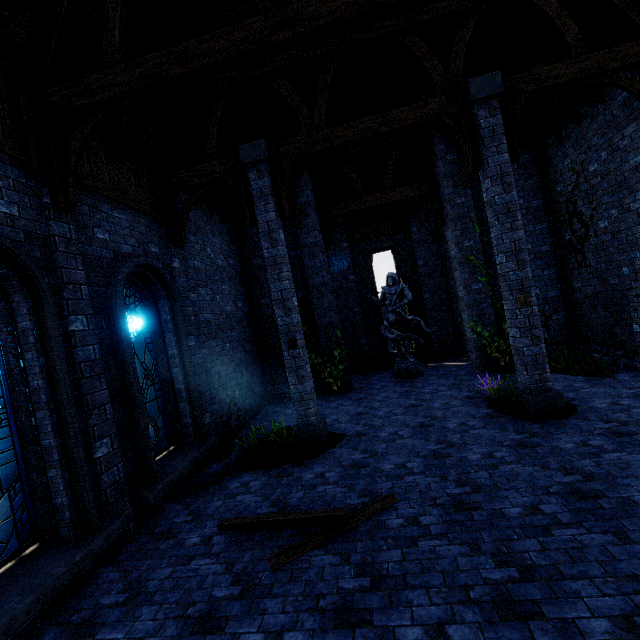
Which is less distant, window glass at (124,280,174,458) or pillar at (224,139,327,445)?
window glass at (124,280,174,458)

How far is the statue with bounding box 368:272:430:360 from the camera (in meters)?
12.05

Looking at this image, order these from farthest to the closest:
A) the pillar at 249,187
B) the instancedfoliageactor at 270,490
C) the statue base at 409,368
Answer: the statue base at 409,368, the pillar at 249,187, the instancedfoliageactor at 270,490

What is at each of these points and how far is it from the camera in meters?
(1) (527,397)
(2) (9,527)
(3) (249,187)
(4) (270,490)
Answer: (1) pillar, 6.6
(2) window glass, 3.9
(3) pillar, 7.4
(4) instancedfoliageactor, 5.8

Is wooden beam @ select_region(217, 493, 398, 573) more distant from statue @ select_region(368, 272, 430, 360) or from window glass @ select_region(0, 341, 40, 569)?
statue @ select_region(368, 272, 430, 360)

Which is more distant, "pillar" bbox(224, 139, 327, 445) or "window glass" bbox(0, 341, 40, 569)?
"pillar" bbox(224, 139, 327, 445)

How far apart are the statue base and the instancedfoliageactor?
6.7 meters

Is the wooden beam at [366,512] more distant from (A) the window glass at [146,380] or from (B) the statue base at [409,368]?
(B) the statue base at [409,368]
